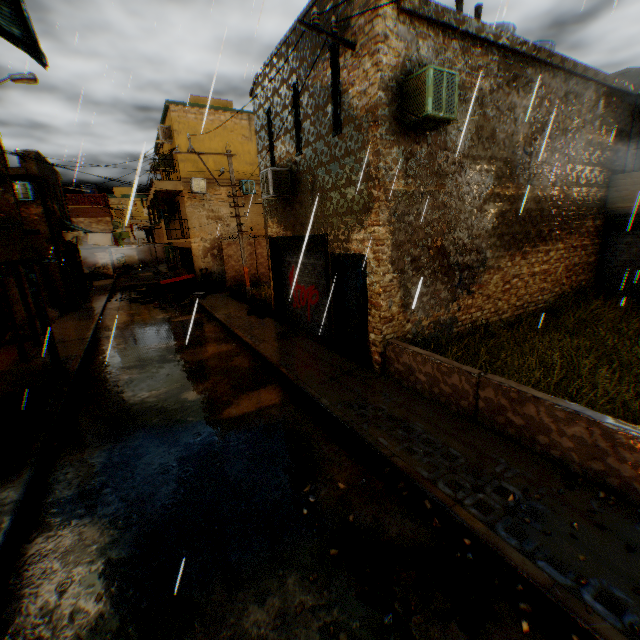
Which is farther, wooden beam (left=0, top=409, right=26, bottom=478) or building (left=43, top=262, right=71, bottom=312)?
building (left=43, top=262, right=71, bottom=312)

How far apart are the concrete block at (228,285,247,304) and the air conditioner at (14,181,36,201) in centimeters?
221cm

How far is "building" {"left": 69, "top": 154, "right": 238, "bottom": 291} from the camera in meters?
A: 19.5

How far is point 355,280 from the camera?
8.2m

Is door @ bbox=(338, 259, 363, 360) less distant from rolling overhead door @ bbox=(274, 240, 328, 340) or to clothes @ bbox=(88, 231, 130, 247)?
rolling overhead door @ bbox=(274, 240, 328, 340)

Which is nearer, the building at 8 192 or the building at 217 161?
the building at 8 192

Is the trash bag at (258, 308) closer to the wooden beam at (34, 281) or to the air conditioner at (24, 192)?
the wooden beam at (34, 281)

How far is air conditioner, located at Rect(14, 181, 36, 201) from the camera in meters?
15.1
